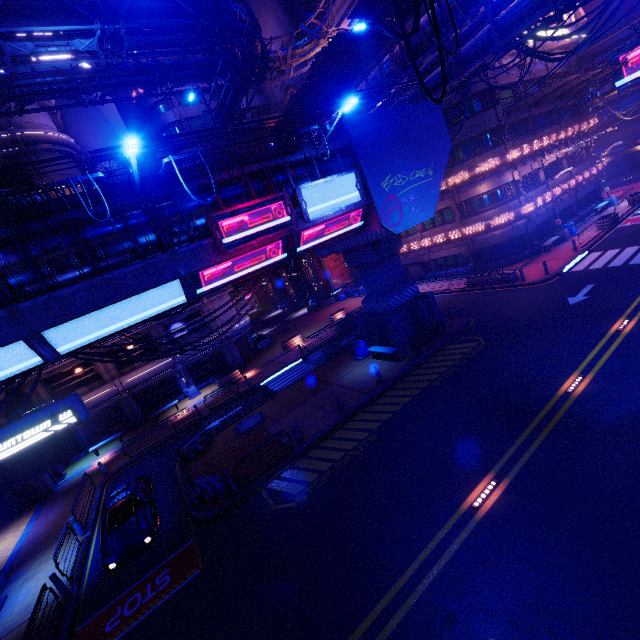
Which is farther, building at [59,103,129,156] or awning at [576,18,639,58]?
building at [59,103,129,156]

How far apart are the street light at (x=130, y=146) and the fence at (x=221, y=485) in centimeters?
1173cm

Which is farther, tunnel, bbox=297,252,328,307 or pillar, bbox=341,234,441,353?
tunnel, bbox=297,252,328,307

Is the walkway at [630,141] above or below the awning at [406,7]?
below

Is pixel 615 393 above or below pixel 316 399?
below

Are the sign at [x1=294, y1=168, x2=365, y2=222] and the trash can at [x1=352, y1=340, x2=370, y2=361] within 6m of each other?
no

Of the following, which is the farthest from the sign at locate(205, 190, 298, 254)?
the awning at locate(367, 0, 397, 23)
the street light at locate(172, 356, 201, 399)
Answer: the street light at locate(172, 356, 201, 399)

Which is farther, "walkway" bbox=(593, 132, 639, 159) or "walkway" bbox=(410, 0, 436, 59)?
"walkway" bbox=(593, 132, 639, 159)
